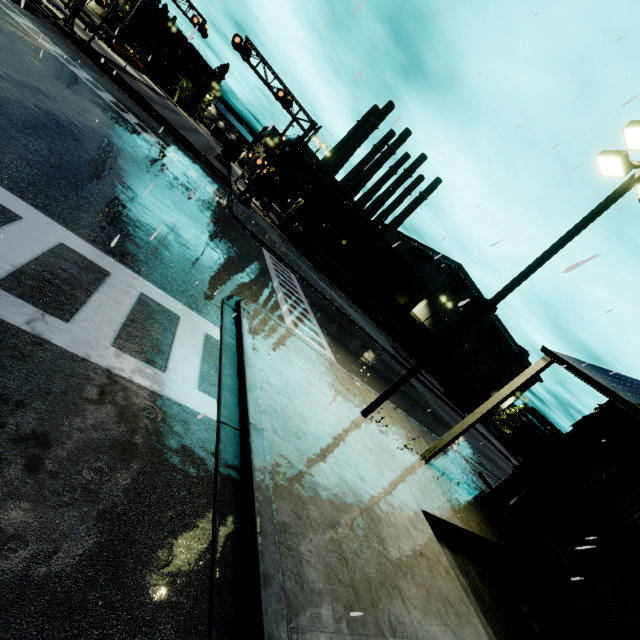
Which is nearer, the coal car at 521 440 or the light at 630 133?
the light at 630 133

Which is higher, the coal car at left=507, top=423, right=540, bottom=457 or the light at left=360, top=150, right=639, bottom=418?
the light at left=360, top=150, right=639, bottom=418

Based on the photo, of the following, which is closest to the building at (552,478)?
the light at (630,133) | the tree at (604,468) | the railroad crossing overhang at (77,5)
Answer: the tree at (604,468)

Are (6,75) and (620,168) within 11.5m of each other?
no

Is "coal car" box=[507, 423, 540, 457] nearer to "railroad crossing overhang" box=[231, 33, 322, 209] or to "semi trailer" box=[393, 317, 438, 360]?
"semi trailer" box=[393, 317, 438, 360]

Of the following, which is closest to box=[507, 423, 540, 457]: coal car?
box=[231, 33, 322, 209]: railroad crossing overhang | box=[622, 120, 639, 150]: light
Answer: box=[622, 120, 639, 150]: light

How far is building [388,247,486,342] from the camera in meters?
54.0

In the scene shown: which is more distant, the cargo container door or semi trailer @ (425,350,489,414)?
the cargo container door
